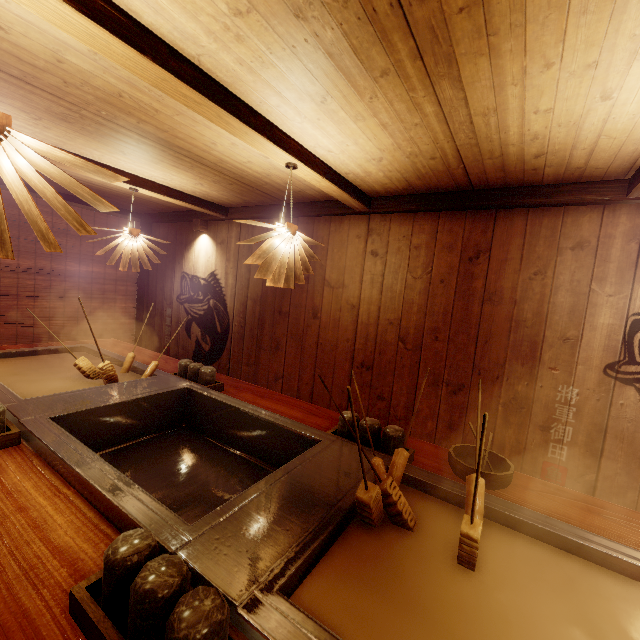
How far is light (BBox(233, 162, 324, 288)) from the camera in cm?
361

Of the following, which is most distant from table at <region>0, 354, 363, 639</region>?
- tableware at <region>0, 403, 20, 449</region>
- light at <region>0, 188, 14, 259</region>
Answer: light at <region>0, 188, 14, 259</region>

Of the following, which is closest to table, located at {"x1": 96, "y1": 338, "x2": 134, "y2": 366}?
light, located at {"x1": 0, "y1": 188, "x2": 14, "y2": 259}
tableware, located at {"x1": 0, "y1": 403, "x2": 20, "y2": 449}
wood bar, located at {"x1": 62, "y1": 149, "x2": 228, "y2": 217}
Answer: tableware, located at {"x1": 0, "y1": 403, "x2": 20, "y2": 449}

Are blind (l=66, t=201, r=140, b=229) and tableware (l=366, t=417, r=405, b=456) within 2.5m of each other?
no

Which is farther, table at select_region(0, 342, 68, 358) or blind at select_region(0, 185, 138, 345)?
blind at select_region(0, 185, 138, 345)

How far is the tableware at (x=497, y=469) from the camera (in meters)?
2.65

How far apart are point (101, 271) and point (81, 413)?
7.07m

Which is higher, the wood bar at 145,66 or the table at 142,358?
the wood bar at 145,66
